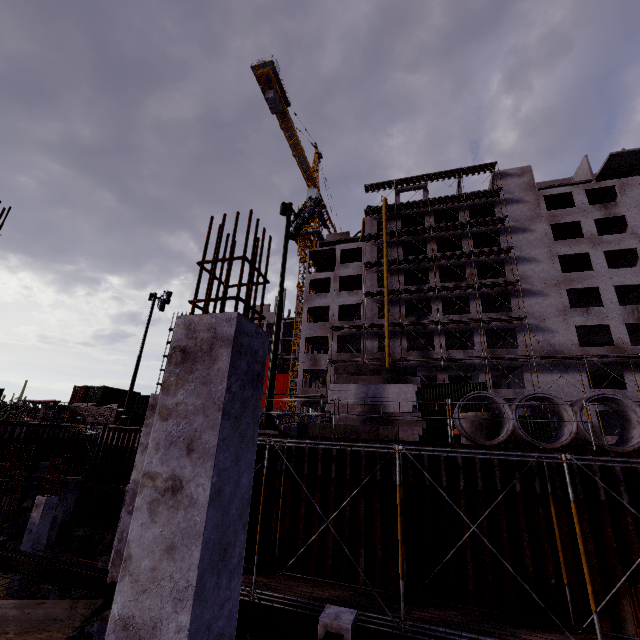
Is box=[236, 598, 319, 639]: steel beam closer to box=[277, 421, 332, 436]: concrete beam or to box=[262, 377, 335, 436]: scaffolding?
box=[277, 421, 332, 436]: concrete beam

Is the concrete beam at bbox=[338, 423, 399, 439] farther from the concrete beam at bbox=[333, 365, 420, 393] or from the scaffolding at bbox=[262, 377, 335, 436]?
the scaffolding at bbox=[262, 377, 335, 436]

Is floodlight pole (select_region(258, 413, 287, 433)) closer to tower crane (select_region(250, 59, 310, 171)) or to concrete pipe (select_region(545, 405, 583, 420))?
concrete pipe (select_region(545, 405, 583, 420))

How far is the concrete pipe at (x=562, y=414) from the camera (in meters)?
9.88

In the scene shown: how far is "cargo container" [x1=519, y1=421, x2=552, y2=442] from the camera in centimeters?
2447cm

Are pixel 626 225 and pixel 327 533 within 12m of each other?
no

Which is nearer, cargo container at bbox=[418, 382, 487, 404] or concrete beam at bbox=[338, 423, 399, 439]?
concrete beam at bbox=[338, 423, 399, 439]
